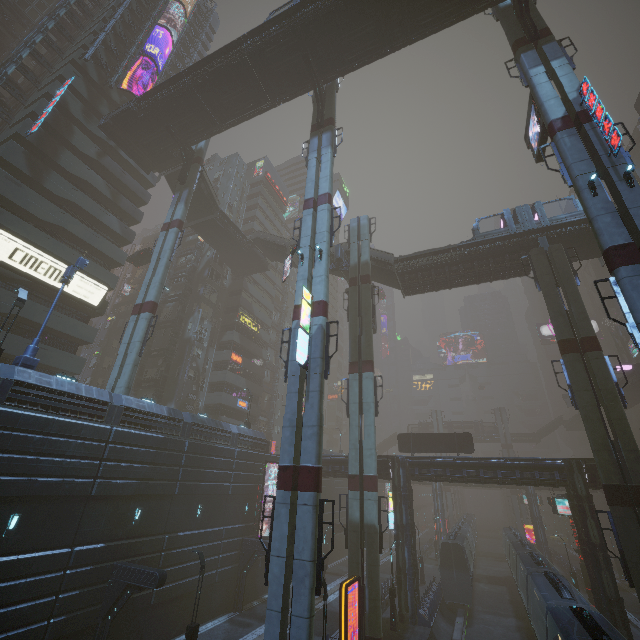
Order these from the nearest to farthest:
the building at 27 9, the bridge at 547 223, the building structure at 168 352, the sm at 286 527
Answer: the sm at 286 527
the bridge at 547 223
the building structure at 168 352
the building at 27 9

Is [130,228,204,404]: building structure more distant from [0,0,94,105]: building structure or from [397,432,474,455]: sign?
[397,432,474,455]: sign

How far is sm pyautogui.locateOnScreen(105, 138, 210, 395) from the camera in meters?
23.9

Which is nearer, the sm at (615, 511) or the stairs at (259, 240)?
the sm at (615, 511)

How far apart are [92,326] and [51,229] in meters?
26.6 m

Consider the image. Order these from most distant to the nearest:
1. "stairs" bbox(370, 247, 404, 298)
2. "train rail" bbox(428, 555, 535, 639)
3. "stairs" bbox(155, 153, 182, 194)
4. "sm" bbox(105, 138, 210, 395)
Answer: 1. "stairs" bbox(155, 153, 182, 194)
2. "stairs" bbox(370, 247, 404, 298)
3. "train rail" bbox(428, 555, 535, 639)
4. "sm" bbox(105, 138, 210, 395)

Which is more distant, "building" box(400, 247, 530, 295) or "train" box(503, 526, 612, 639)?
"building" box(400, 247, 530, 295)

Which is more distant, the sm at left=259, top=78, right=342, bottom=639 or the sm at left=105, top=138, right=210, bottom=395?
the sm at left=105, top=138, right=210, bottom=395
